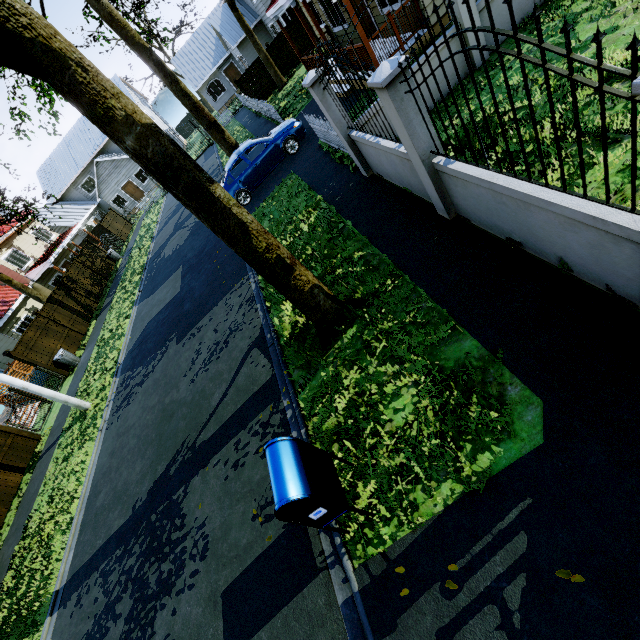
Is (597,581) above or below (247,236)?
below

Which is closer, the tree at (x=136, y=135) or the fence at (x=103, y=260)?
the tree at (x=136, y=135)

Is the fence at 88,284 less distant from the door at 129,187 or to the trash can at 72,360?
the trash can at 72,360

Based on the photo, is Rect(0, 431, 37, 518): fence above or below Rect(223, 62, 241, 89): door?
below

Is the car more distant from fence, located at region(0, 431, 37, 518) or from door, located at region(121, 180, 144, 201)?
door, located at region(121, 180, 144, 201)

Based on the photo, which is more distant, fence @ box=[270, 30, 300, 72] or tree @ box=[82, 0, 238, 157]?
fence @ box=[270, 30, 300, 72]

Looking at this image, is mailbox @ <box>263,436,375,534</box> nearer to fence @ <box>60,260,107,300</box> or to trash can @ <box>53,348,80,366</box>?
fence @ <box>60,260,107,300</box>

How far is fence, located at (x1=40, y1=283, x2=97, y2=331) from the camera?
17.9 meters
